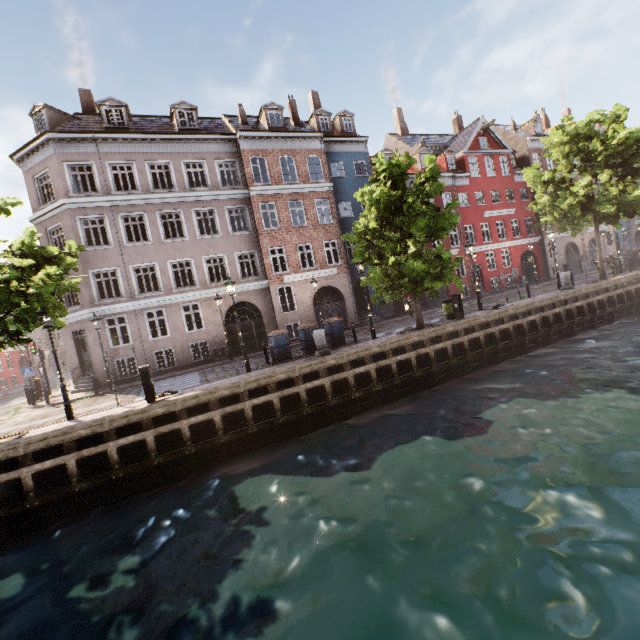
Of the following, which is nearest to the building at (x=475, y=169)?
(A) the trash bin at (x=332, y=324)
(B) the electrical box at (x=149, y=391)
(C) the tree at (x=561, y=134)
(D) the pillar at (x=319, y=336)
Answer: (C) the tree at (x=561, y=134)

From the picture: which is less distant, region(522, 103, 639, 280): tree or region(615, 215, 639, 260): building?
region(522, 103, 639, 280): tree

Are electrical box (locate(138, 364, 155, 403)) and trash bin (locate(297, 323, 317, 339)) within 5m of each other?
no

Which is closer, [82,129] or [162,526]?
[162,526]

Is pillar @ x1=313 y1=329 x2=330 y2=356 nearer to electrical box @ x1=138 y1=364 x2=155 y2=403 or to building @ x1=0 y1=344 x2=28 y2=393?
electrical box @ x1=138 y1=364 x2=155 y2=403

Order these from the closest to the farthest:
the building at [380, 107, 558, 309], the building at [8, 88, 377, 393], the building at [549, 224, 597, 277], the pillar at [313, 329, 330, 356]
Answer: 1. the pillar at [313, 329, 330, 356]
2. the building at [8, 88, 377, 393]
3. the building at [380, 107, 558, 309]
4. the building at [549, 224, 597, 277]

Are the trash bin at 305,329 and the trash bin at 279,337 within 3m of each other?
yes

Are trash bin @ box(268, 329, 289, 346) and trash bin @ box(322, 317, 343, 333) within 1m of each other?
no
